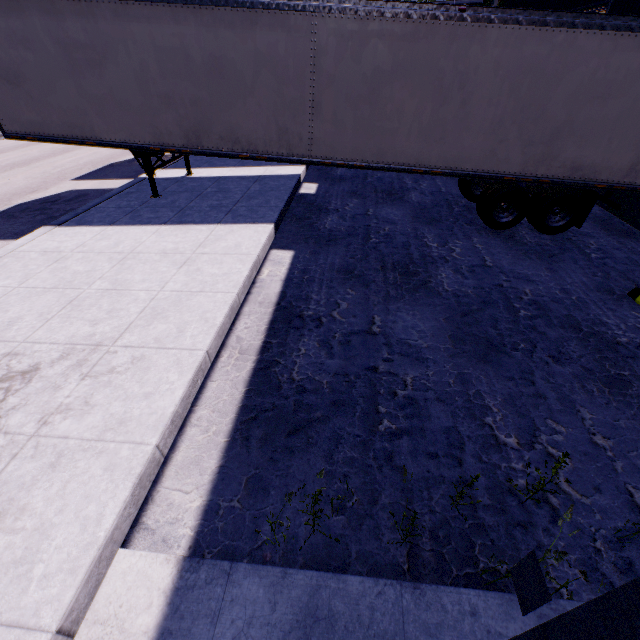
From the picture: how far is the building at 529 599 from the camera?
1.9m

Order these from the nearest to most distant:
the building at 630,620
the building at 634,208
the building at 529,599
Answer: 1. the building at 630,620
2. the building at 529,599
3. the building at 634,208

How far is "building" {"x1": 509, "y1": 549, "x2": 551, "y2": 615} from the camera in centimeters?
192cm

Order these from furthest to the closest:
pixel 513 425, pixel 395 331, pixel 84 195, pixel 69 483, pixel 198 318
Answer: pixel 84 195 < pixel 395 331 < pixel 198 318 < pixel 513 425 < pixel 69 483

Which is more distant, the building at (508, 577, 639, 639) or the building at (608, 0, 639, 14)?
the building at (608, 0, 639, 14)

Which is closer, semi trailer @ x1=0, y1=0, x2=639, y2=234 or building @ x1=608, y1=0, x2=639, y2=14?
semi trailer @ x1=0, y1=0, x2=639, y2=234

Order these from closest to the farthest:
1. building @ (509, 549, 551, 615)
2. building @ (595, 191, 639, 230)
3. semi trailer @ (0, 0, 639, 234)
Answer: building @ (509, 549, 551, 615) → semi trailer @ (0, 0, 639, 234) → building @ (595, 191, 639, 230)
